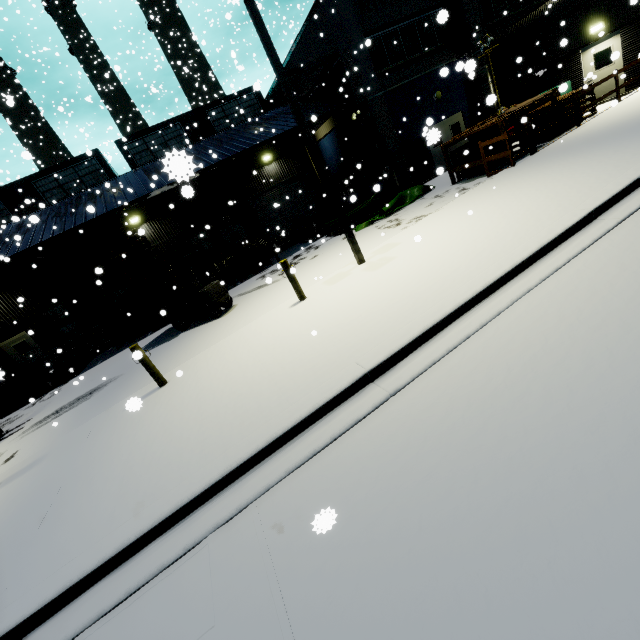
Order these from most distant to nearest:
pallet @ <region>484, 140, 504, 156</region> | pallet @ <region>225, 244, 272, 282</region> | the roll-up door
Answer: A: the roll-up door, pallet @ <region>225, 244, 272, 282</region>, pallet @ <region>484, 140, 504, 156</region>

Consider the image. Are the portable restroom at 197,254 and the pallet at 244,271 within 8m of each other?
yes

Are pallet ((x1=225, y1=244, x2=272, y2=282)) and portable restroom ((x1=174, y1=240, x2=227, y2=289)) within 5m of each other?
yes

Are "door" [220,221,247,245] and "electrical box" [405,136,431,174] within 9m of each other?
no

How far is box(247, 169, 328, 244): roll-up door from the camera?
22.73m

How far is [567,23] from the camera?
14.8 meters

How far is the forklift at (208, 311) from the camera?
11.7m

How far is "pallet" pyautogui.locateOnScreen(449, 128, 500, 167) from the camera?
12.58m
